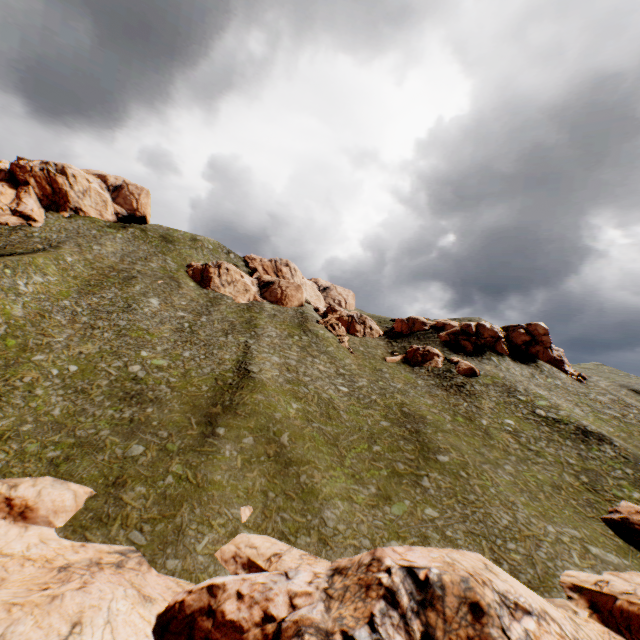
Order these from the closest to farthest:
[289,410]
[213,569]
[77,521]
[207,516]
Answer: [213,569] < [77,521] < [207,516] < [289,410]

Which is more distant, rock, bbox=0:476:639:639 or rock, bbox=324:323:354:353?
rock, bbox=324:323:354:353

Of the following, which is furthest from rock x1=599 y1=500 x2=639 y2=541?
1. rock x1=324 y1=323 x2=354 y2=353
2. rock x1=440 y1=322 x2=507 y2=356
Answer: rock x1=324 y1=323 x2=354 y2=353

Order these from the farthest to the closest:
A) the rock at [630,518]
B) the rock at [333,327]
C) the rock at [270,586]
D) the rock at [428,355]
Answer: the rock at [333,327]
the rock at [428,355]
the rock at [630,518]
the rock at [270,586]

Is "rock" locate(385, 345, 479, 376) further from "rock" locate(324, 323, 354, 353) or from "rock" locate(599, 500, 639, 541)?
"rock" locate(599, 500, 639, 541)

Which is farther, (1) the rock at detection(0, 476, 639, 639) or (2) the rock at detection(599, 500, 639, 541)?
(2) the rock at detection(599, 500, 639, 541)

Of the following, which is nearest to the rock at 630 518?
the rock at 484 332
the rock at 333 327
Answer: the rock at 484 332
